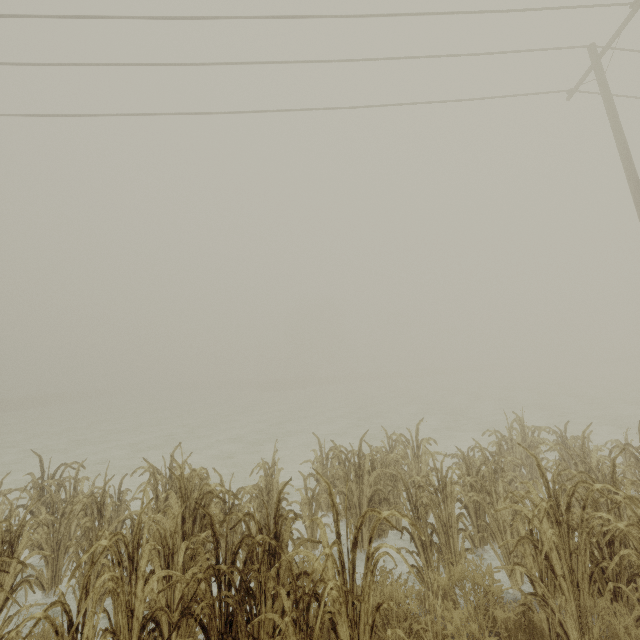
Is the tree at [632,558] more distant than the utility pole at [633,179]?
No

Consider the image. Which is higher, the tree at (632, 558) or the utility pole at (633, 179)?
the utility pole at (633, 179)

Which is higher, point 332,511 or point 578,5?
point 578,5

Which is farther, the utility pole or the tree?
the utility pole

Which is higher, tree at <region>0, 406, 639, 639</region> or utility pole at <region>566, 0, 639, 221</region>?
utility pole at <region>566, 0, 639, 221</region>
